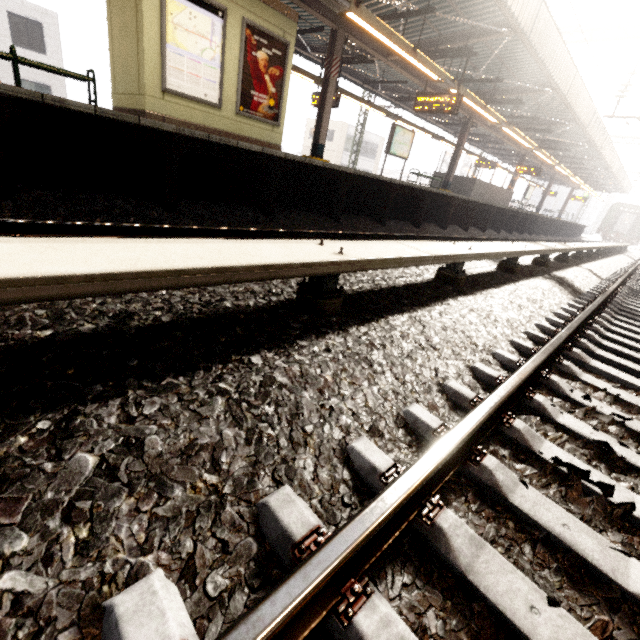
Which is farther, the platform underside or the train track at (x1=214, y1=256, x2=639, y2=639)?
the platform underside

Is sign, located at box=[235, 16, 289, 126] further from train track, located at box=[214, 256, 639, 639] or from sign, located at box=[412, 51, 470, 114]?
train track, located at box=[214, 256, 639, 639]

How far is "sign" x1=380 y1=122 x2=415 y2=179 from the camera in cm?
1303

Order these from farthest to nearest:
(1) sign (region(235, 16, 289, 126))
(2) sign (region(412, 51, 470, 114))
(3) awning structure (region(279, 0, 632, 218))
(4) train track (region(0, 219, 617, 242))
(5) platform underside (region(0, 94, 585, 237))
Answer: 1. (2) sign (region(412, 51, 470, 114))
2. (3) awning structure (region(279, 0, 632, 218))
3. (1) sign (region(235, 16, 289, 126))
4. (5) platform underside (region(0, 94, 585, 237))
5. (4) train track (region(0, 219, 617, 242))

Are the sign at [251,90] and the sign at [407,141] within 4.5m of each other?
no

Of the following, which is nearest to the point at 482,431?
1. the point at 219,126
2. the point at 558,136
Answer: the point at 219,126

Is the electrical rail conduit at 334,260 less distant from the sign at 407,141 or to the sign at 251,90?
the sign at 251,90

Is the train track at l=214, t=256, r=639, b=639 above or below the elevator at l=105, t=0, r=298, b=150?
below
